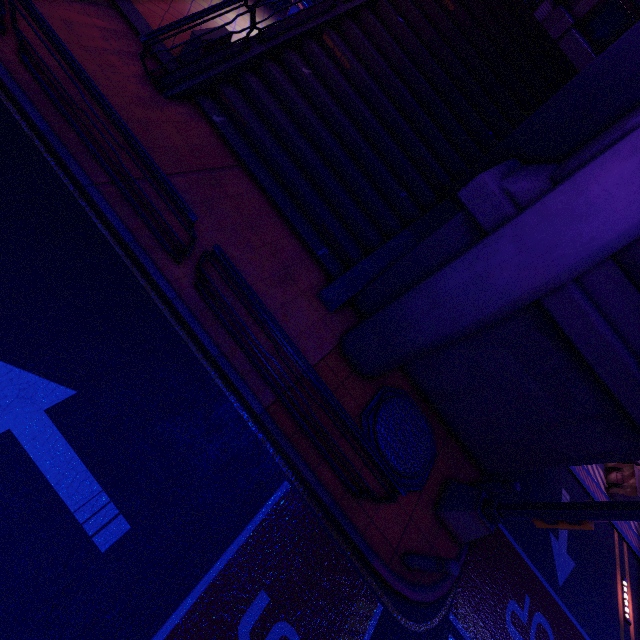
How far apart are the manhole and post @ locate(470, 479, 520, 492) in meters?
1.2

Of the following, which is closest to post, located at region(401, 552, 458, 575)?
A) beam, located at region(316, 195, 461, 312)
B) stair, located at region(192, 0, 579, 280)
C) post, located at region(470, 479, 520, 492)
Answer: post, located at region(470, 479, 520, 492)

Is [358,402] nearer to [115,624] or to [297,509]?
[297,509]

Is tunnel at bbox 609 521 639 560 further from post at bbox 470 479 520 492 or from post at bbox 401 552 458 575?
post at bbox 401 552 458 575

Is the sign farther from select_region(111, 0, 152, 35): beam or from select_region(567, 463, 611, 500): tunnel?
select_region(111, 0, 152, 35): beam

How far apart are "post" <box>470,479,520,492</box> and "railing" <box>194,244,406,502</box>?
3.30m

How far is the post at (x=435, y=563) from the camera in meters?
5.0 m

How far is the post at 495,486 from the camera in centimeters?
678cm
